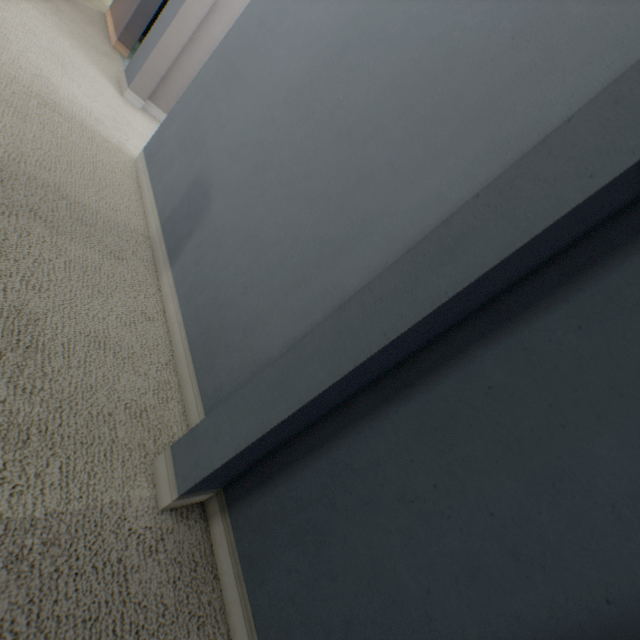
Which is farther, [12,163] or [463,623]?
[12,163]
